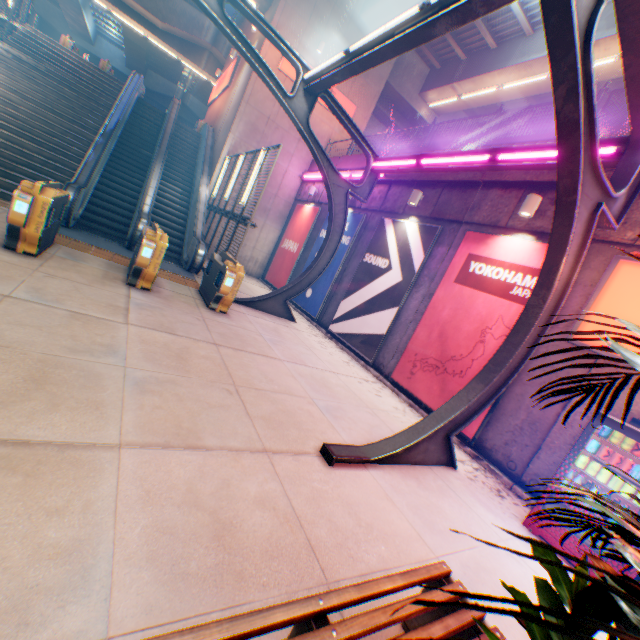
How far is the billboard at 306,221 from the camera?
15.19m

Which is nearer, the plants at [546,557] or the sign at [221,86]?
the plants at [546,557]

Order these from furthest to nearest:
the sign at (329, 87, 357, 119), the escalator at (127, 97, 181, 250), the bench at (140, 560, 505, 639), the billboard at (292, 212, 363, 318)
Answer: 1. the sign at (329, 87, 357, 119)
2. the billboard at (292, 212, 363, 318)
3. the escalator at (127, 97, 181, 250)
4. the bench at (140, 560, 505, 639)

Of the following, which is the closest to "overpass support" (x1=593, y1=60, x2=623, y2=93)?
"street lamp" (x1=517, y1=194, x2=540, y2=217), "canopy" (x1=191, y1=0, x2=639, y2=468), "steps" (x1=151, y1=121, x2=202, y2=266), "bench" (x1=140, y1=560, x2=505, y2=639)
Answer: "canopy" (x1=191, y1=0, x2=639, y2=468)

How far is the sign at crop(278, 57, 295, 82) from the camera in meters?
14.9

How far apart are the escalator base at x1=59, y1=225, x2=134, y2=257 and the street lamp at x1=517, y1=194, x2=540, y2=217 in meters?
9.3

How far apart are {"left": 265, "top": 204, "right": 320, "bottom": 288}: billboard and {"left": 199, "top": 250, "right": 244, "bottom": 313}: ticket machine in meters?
5.6 m

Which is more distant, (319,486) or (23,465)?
(319,486)
